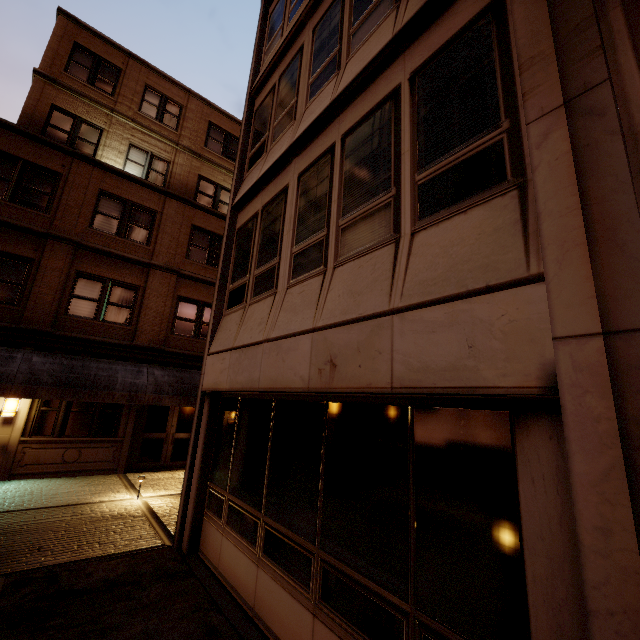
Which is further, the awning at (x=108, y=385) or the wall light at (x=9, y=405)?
the wall light at (x=9, y=405)

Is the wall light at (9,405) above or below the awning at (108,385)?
below

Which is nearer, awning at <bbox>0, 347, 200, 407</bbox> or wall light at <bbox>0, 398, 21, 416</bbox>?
awning at <bbox>0, 347, 200, 407</bbox>

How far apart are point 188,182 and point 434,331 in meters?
17.2 m

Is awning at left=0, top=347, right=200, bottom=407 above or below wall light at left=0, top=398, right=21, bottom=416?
above
